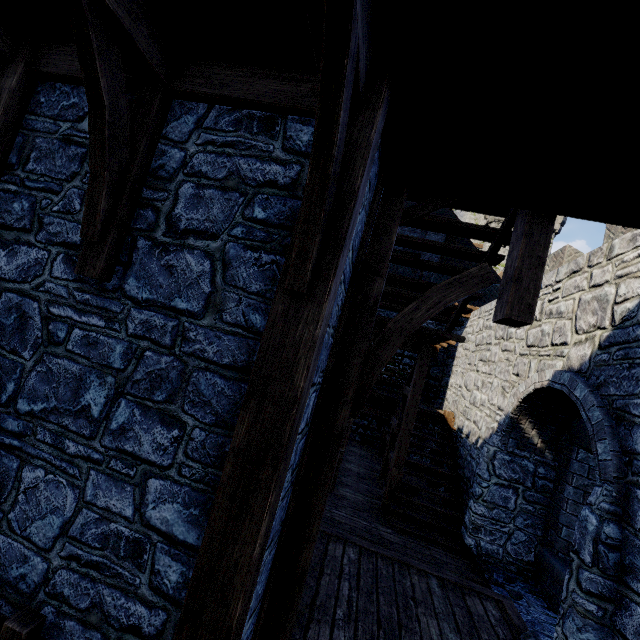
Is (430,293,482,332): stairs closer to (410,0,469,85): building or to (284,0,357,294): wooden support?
(410,0,469,85): building

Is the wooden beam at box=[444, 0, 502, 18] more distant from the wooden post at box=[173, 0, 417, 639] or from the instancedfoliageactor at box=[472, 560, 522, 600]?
the instancedfoliageactor at box=[472, 560, 522, 600]

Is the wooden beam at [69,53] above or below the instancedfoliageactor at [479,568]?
above

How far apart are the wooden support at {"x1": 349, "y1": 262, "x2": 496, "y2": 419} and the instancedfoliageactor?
4.96m

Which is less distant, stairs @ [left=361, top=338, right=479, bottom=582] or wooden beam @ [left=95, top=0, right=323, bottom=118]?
wooden beam @ [left=95, top=0, right=323, bottom=118]

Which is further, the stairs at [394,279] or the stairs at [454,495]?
the stairs at [454,495]

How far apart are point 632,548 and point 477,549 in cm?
382

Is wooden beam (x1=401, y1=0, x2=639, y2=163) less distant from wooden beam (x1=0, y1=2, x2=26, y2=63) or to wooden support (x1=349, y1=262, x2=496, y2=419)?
wooden beam (x1=0, y1=2, x2=26, y2=63)
